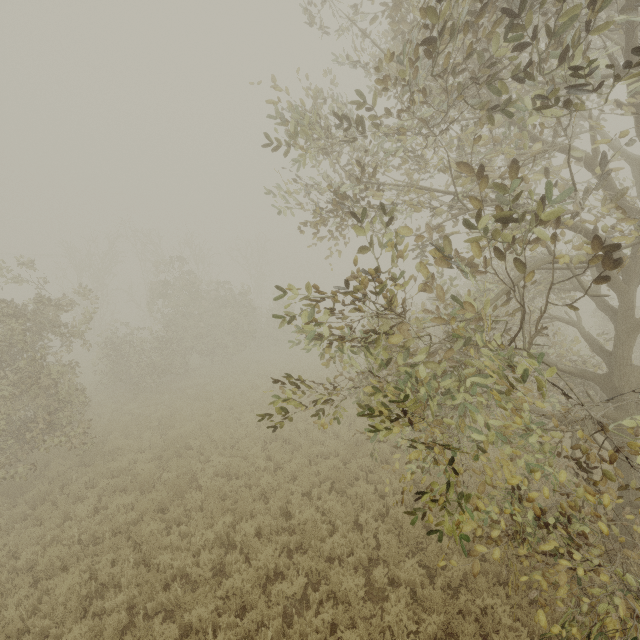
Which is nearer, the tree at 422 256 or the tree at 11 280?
the tree at 422 256

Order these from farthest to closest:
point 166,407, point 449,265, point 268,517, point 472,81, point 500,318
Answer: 1. point 166,407
2. point 500,318
3. point 268,517
4. point 449,265
5. point 472,81

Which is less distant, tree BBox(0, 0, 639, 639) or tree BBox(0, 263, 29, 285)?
tree BBox(0, 0, 639, 639)
